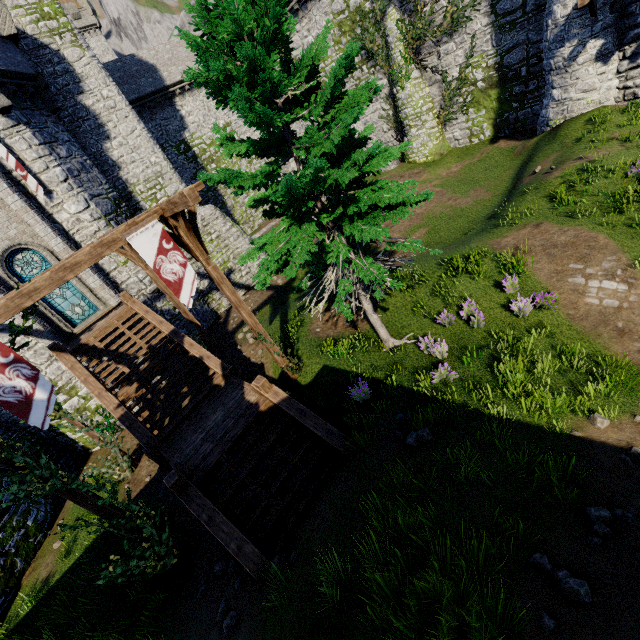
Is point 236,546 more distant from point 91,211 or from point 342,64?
point 91,211

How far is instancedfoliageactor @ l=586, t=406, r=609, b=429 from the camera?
6.24m

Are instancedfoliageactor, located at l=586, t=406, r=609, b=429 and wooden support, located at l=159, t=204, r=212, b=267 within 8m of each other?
no

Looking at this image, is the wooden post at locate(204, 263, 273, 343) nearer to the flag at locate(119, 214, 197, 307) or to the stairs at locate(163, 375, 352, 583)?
the flag at locate(119, 214, 197, 307)

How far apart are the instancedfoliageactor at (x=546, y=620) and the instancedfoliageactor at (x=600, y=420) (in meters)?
3.87

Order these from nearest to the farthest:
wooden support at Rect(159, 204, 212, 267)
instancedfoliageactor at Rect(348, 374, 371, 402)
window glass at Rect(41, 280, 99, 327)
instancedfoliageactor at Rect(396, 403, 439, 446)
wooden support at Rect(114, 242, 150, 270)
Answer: instancedfoliageactor at Rect(396, 403, 439, 446)
wooden support at Rect(159, 204, 212, 267)
instancedfoliageactor at Rect(348, 374, 371, 402)
wooden support at Rect(114, 242, 150, 270)
window glass at Rect(41, 280, 99, 327)

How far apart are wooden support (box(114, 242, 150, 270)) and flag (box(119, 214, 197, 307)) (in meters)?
5.10

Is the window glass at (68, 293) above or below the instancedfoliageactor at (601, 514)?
above
